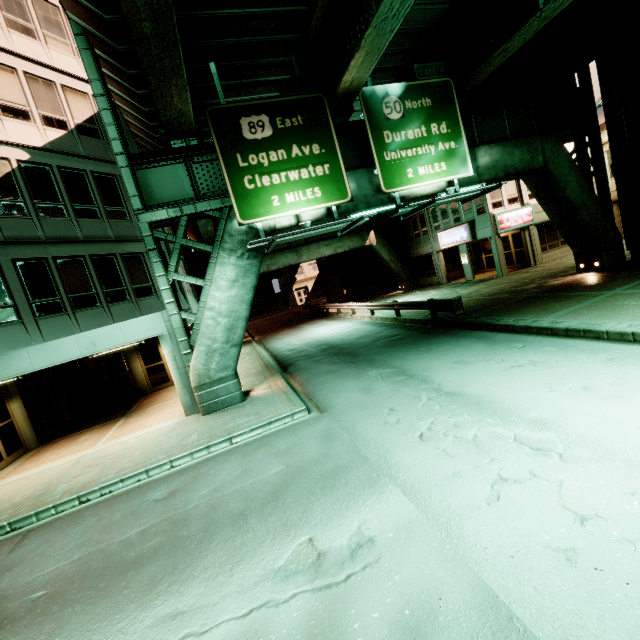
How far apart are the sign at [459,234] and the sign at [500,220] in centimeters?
175cm

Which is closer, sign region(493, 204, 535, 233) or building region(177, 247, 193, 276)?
building region(177, 247, 193, 276)

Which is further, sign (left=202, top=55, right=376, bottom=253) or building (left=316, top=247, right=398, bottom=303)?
building (left=316, top=247, right=398, bottom=303)

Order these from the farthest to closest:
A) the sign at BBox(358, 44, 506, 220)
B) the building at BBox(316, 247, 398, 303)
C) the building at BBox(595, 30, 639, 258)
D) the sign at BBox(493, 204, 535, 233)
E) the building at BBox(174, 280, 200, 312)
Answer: the building at BBox(316, 247, 398, 303)
the sign at BBox(493, 204, 535, 233)
the building at BBox(174, 280, 200, 312)
the building at BBox(595, 30, 639, 258)
the sign at BBox(358, 44, 506, 220)

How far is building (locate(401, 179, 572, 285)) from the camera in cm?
2336

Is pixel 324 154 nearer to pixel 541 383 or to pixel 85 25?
pixel 85 25

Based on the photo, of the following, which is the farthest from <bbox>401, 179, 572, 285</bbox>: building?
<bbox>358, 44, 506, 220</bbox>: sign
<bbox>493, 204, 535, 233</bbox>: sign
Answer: <bbox>358, 44, 506, 220</bbox>: sign

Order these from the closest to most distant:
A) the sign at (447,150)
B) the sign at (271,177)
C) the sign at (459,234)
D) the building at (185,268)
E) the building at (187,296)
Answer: the sign at (271,177) < the sign at (447,150) < the building at (187,296) < the building at (185,268) < the sign at (459,234)
